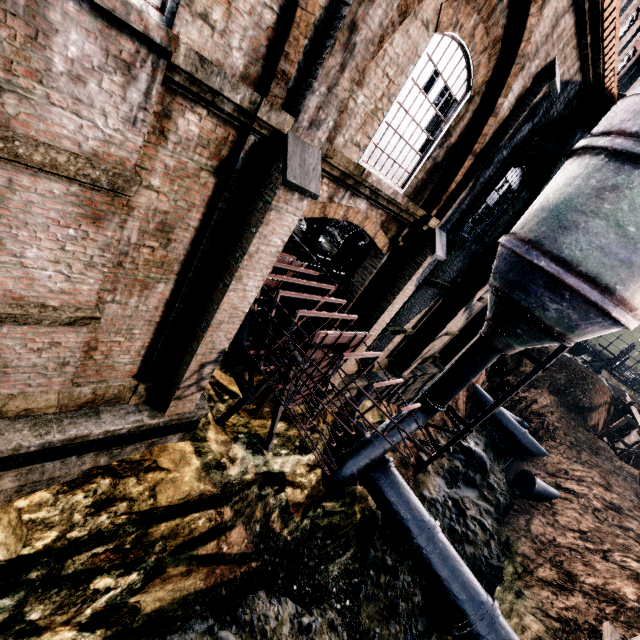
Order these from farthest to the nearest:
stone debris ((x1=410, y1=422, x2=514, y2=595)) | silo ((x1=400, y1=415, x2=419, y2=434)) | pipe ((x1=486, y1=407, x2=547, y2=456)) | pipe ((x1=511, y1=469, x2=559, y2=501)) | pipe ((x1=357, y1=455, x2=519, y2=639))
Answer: pipe ((x1=486, y1=407, x2=547, y2=456)) → pipe ((x1=511, y1=469, x2=559, y2=501)) → stone debris ((x1=410, y1=422, x2=514, y2=595)) → silo ((x1=400, y1=415, x2=419, y2=434)) → pipe ((x1=357, y1=455, x2=519, y2=639))

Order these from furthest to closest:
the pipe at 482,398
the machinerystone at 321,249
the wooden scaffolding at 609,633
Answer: the pipe at 482,398 < the machinerystone at 321,249 < the wooden scaffolding at 609,633

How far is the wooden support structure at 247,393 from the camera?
10.6 meters

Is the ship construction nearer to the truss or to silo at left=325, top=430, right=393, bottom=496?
the truss

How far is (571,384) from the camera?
31.6 meters

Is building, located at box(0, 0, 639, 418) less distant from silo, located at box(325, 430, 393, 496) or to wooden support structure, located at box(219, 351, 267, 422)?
silo, located at box(325, 430, 393, 496)

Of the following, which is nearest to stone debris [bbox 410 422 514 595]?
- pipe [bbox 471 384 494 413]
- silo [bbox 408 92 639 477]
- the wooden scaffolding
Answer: silo [bbox 408 92 639 477]

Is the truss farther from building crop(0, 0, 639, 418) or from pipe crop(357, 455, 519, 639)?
pipe crop(357, 455, 519, 639)
